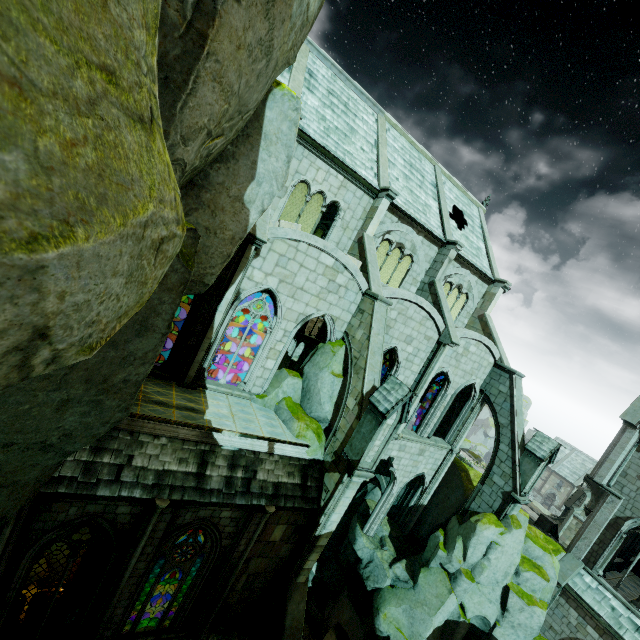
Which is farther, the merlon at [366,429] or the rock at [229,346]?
the rock at [229,346]

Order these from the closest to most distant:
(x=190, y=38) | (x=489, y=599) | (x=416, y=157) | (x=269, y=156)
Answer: (x=190, y=38), (x=269, y=156), (x=489, y=599), (x=416, y=157)

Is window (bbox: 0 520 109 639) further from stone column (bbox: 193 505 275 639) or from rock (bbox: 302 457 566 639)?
stone column (bbox: 193 505 275 639)

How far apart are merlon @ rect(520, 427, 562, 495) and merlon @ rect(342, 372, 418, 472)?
10.90m

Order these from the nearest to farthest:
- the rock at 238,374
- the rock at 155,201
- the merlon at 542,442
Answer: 1. the rock at 155,201
2. the merlon at 542,442
3. the rock at 238,374

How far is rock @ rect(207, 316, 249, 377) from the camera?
27.4 meters

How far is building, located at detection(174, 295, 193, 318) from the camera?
27.0 meters

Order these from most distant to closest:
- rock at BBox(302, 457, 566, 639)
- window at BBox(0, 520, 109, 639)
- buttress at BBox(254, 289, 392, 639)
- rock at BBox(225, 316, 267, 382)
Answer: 1. rock at BBox(225, 316, 267, 382)
2. rock at BBox(302, 457, 566, 639)
3. buttress at BBox(254, 289, 392, 639)
4. window at BBox(0, 520, 109, 639)
